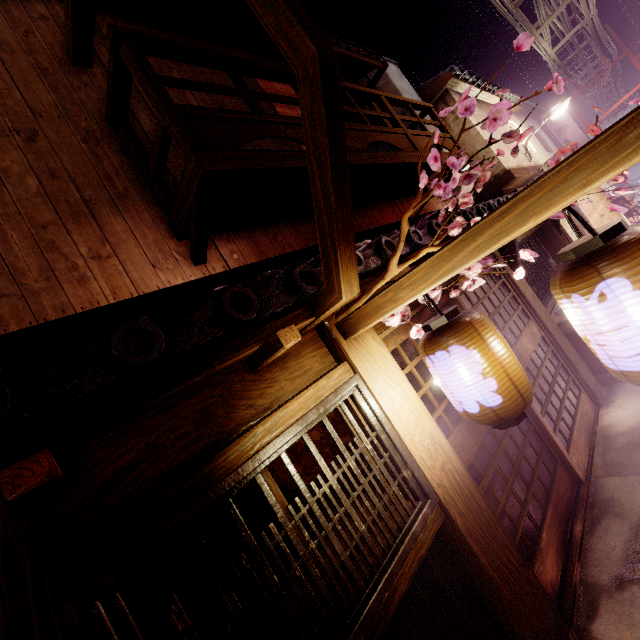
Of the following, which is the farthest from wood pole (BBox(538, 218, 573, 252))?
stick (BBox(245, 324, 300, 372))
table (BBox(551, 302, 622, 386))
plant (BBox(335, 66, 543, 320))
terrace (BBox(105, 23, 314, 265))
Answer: stick (BBox(245, 324, 300, 372))

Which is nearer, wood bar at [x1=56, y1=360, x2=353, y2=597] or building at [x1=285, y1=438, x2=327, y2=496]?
wood bar at [x1=56, y1=360, x2=353, y2=597]

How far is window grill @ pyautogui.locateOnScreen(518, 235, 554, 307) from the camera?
10.22m

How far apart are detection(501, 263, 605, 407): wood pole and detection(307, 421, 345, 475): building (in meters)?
6.85

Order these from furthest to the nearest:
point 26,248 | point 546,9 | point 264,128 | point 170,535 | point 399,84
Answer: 1. point 546,9
2. point 399,84
3. point 264,128
4. point 26,248
5. point 170,535

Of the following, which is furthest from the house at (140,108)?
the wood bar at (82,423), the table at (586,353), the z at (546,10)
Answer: the table at (586,353)

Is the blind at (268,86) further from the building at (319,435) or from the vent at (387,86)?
the building at (319,435)

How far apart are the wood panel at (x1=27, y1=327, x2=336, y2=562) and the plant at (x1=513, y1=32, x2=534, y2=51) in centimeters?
367cm
